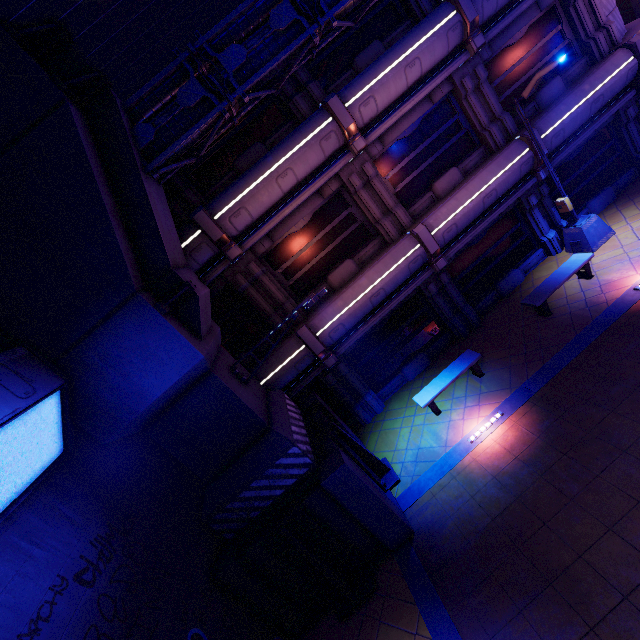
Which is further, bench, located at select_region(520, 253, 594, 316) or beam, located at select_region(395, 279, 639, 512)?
bench, located at select_region(520, 253, 594, 316)

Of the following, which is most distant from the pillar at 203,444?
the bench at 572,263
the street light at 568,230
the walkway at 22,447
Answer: the street light at 568,230

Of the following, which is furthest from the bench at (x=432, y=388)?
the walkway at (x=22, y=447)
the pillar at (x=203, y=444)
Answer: the walkway at (x=22, y=447)

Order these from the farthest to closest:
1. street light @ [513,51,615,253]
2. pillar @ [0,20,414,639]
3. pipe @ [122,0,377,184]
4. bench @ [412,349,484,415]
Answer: bench @ [412,349,484,415], street light @ [513,51,615,253], pipe @ [122,0,377,184], pillar @ [0,20,414,639]

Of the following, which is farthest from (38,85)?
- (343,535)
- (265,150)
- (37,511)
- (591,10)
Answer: (591,10)

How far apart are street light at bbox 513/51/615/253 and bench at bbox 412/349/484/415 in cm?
559

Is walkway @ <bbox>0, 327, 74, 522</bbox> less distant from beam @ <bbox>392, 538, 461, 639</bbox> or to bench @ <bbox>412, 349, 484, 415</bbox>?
beam @ <bbox>392, 538, 461, 639</bbox>

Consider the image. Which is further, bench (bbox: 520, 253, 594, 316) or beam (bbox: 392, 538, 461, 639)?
bench (bbox: 520, 253, 594, 316)
